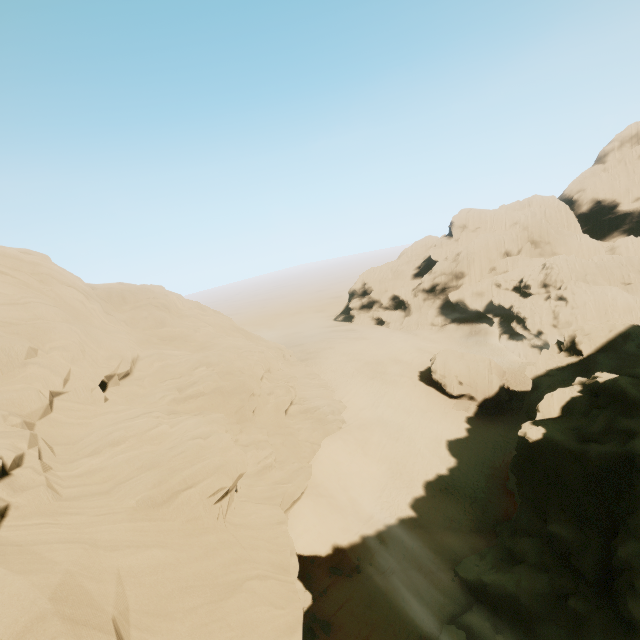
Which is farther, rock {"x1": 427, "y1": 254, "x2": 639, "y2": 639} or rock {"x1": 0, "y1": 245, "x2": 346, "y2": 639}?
rock {"x1": 427, "y1": 254, "x2": 639, "y2": 639}

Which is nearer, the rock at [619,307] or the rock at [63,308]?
the rock at [63,308]

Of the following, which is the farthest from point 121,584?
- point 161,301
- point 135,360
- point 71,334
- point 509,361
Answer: point 509,361
